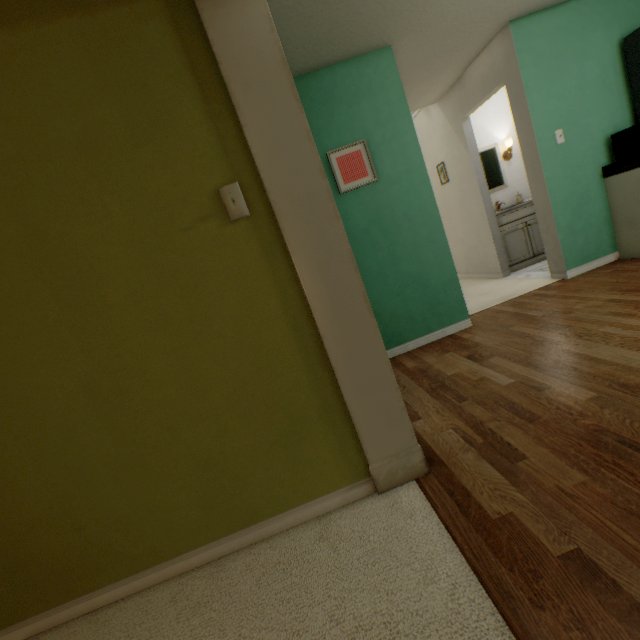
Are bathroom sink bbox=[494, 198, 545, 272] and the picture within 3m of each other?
yes

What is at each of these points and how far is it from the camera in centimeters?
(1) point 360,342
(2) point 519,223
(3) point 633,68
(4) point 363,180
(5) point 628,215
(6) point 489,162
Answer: (1) door frame, 134cm
(2) bathroom sink, 438cm
(3) refrigerator, 302cm
(4) picture, 274cm
(5) cabinet, 313cm
(6) bathroom sink, 472cm

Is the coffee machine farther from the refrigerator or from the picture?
→ the picture

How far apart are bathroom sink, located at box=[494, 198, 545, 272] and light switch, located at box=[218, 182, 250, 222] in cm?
420

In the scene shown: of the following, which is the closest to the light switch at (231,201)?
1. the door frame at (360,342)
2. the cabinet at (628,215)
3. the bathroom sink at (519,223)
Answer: the door frame at (360,342)

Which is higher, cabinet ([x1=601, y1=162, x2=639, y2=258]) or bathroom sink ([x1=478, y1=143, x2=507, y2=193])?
bathroom sink ([x1=478, y1=143, x2=507, y2=193])

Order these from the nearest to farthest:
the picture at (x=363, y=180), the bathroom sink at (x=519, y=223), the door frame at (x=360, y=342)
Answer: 1. the door frame at (x=360, y=342)
2. the picture at (x=363, y=180)
3. the bathroom sink at (x=519, y=223)

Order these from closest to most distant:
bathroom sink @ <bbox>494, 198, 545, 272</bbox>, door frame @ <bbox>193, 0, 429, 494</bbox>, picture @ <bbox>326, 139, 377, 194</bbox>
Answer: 1. door frame @ <bbox>193, 0, 429, 494</bbox>
2. picture @ <bbox>326, 139, 377, 194</bbox>
3. bathroom sink @ <bbox>494, 198, 545, 272</bbox>
